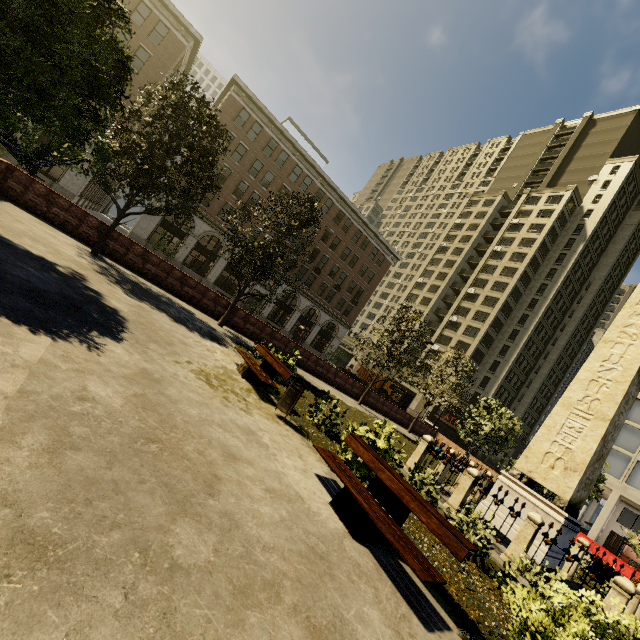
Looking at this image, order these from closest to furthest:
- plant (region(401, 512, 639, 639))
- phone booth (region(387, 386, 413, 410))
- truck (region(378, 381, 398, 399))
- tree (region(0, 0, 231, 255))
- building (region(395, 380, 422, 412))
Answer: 1. plant (region(401, 512, 639, 639))
2. tree (region(0, 0, 231, 255))
3. phone booth (region(387, 386, 413, 410))
4. truck (region(378, 381, 398, 399))
5. building (region(395, 380, 422, 412))

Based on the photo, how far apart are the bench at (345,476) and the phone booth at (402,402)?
22.7 meters

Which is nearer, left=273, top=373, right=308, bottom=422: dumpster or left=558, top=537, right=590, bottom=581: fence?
left=558, top=537, right=590, bottom=581: fence

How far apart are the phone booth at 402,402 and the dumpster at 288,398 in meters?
21.7 m

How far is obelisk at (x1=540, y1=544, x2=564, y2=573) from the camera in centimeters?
847cm

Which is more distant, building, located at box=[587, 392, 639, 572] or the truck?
the truck

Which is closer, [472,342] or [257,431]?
[257,431]
